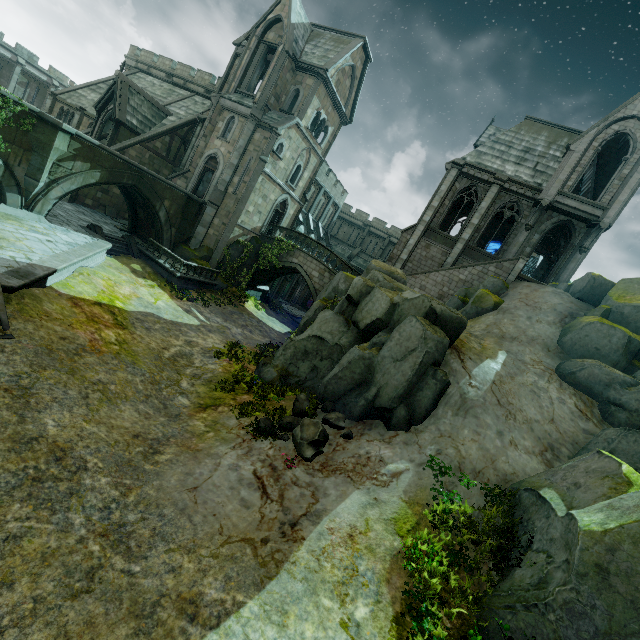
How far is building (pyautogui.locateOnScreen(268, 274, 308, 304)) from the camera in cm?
3869

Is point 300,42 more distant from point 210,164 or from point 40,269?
point 40,269

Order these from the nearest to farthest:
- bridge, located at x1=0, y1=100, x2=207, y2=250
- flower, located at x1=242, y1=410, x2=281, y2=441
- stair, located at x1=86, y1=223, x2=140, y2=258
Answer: flower, located at x1=242, y1=410, x2=281, y2=441, bridge, located at x1=0, y1=100, x2=207, y2=250, stair, located at x1=86, y1=223, x2=140, y2=258

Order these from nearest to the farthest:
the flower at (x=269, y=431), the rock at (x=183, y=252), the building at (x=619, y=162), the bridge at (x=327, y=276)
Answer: the flower at (x=269, y=431) → the building at (x=619, y=162) → the rock at (x=183, y=252) → the bridge at (x=327, y=276)

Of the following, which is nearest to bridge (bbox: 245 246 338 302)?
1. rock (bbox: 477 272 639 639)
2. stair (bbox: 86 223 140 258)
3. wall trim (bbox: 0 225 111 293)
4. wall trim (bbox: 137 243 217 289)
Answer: wall trim (bbox: 137 243 217 289)

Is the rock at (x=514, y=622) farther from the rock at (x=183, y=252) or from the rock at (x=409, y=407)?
the rock at (x=183, y=252)

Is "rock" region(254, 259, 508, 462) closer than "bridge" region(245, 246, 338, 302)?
Yes
